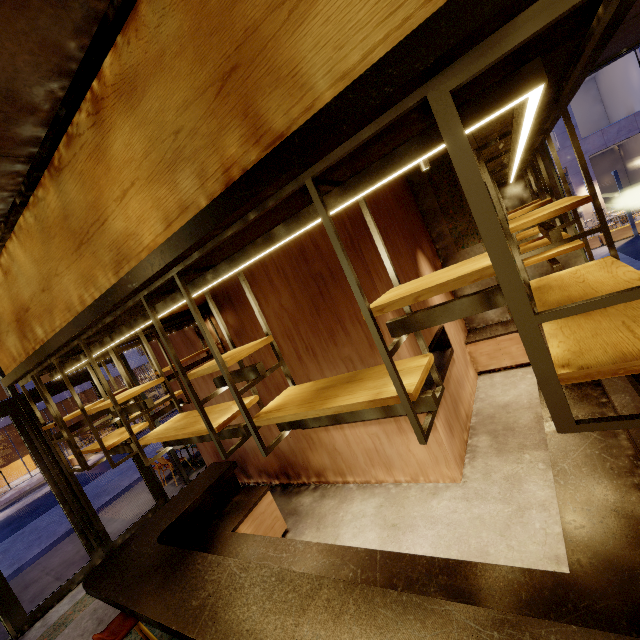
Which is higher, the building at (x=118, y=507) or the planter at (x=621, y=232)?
the building at (x=118, y=507)

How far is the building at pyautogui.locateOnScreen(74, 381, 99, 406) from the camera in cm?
2093

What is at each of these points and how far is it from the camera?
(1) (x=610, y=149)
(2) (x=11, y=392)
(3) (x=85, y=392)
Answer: (1) building, 23.1 meters
(2) window frame, 5.9 meters
(3) building, 27.8 meters

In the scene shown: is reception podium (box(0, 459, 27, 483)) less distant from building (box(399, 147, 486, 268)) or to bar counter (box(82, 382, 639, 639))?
building (box(399, 147, 486, 268))

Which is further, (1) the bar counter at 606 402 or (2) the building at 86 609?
(2) the building at 86 609

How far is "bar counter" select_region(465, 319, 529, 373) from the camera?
6.4 meters

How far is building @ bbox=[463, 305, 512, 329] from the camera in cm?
702
